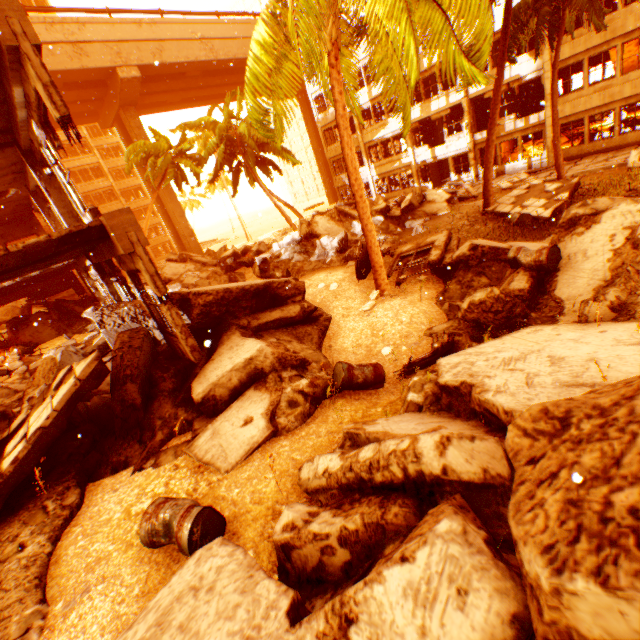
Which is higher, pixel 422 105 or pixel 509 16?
pixel 509 16

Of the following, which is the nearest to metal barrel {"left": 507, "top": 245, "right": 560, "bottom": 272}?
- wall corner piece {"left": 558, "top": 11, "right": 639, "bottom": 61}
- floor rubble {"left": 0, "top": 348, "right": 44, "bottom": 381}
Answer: wall corner piece {"left": 558, "top": 11, "right": 639, "bottom": 61}

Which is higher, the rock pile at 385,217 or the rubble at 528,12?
the rubble at 528,12

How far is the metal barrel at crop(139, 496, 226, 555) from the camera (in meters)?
3.46

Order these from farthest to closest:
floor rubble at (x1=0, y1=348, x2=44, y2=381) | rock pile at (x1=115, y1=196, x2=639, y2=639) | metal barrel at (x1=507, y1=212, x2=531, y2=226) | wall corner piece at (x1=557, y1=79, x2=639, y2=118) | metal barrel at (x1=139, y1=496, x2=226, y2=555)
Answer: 1. wall corner piece at (x1=557, y1=79, x2=639, y2=118)
2. metal barrel at (x1=507, y1=212, x2=531, y2=226)
3. floor rubble at (x1=0, y1=348, x2=44, y2=381)
4. metal barrel at (x1=139, y1=496, x2=226, y2=555)
5. rock pile at (x1=115, y1=196, x2=639, y2=639)

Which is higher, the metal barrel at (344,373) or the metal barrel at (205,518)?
the metal barrel at (205,518)

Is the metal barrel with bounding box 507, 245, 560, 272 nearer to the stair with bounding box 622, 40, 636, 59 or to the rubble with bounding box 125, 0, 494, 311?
the rubble with bounding box 125, 0, 494, 311

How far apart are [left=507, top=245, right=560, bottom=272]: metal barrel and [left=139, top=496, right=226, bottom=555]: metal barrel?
6.4 meters
